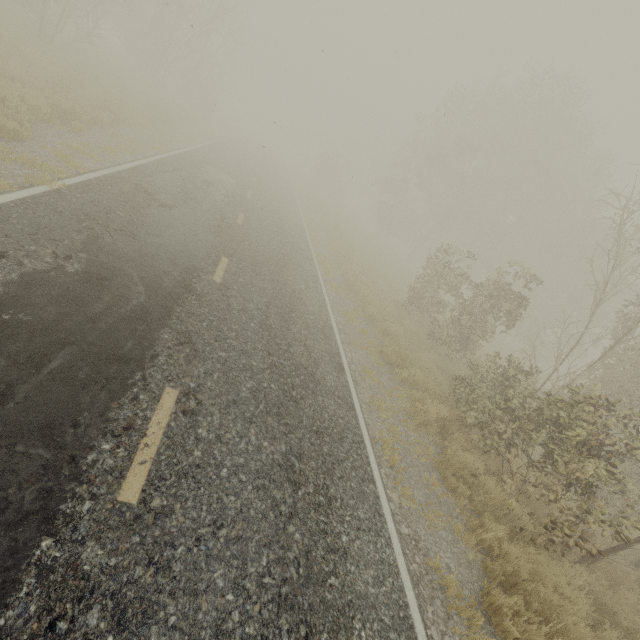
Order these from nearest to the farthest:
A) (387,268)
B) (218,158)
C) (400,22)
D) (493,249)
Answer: (400,22)
(218,158)
(387,268)
(493,249)
